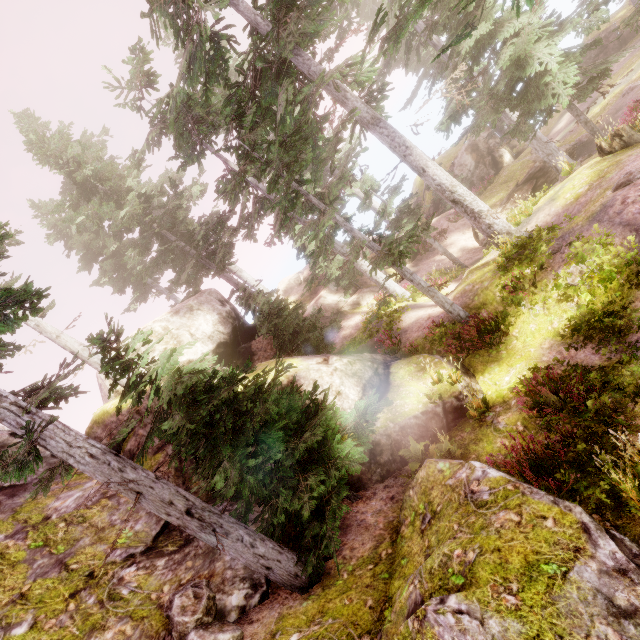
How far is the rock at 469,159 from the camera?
21.1 meters

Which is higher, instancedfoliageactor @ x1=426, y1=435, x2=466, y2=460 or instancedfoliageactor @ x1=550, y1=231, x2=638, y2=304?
instancedfoliageactor @ x1=426, y1=435, x2=466, y2=460

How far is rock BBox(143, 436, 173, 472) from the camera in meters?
9.2

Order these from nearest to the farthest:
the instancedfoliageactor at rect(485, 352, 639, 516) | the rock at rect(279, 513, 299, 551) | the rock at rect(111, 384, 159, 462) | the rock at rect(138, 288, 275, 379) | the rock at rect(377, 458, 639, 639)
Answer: the rock at rect(377, 458, 639, 639) → the instancedfoliageactor at rect(485, 352, 639, 516) → the rock at rect(279, 513, 299, 551) → the rock at rect(111, 384, 159, 462) → the rock at rect(138, 288, 275, 379)

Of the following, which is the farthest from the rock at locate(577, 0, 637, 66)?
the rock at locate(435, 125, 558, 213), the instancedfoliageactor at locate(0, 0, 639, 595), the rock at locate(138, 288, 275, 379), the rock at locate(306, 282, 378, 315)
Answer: the rock at locate(138, 288, 275, 379)

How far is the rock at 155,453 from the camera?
9.24m

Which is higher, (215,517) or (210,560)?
(215,517)

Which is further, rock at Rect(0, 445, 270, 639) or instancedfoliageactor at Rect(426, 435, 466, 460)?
instancedfoliageactor at Rect(426, 435, 466, 460)
